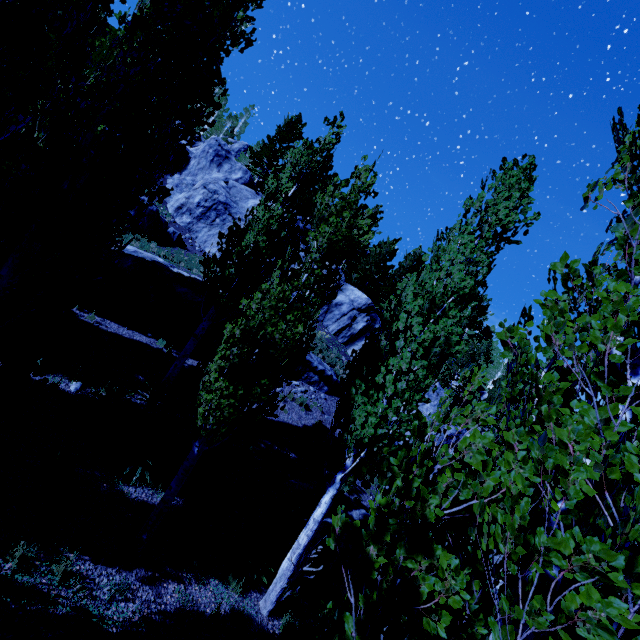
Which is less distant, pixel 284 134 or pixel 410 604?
pixel 410 604

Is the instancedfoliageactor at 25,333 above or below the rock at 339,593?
above

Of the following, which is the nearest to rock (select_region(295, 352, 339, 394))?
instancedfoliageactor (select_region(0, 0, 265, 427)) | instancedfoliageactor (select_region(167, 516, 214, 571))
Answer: instancedfoliageactor (select_region(0, 0, 265, 427))

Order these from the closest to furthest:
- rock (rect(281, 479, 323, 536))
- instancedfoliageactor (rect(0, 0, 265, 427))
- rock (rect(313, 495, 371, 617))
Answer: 1. instancedfoliageactor (rect(0, 0, 265, 427))
2. rock (rect(313, 495, 371, 617))
3. rock (rect(281, 479, 323, 536))

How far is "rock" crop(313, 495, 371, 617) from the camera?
9.2 meters

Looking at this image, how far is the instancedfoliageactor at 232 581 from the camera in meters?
7.0

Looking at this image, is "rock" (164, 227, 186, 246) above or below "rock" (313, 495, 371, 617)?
above

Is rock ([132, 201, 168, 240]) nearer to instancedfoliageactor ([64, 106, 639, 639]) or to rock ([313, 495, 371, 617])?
instancedfoliageactor ([64, 106, 639, 639])
